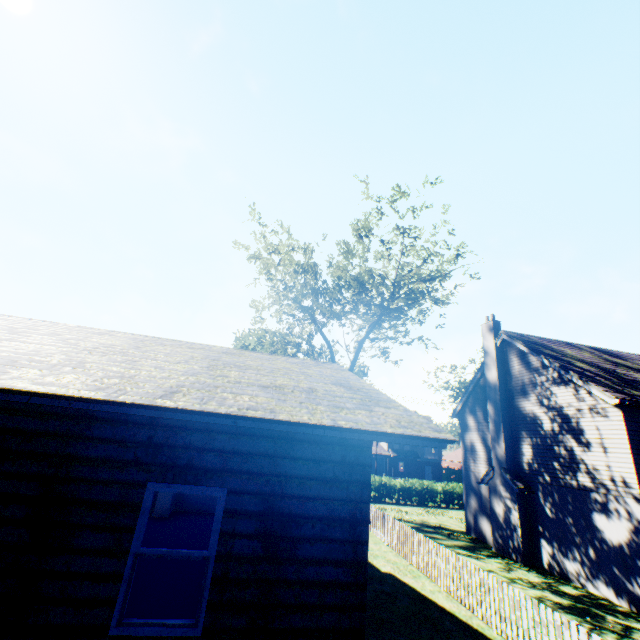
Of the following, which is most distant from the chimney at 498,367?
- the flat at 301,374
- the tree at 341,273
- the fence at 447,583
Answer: the flat at 301,374

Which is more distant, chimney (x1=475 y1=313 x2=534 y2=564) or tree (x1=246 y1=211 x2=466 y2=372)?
tree (x1=246 y1=211 x2=466 y2=372)

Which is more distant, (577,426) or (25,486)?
(577,426)

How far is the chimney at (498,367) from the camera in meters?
15.2 m

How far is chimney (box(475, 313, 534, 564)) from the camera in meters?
15.2

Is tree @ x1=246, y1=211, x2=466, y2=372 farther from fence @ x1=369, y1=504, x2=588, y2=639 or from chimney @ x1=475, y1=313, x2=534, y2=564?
chimney @ x1=475, y1=313, x2=534, y2=564

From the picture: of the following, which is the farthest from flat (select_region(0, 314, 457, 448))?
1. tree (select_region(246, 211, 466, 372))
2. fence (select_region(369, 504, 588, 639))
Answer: tree (select_region(246, 211, 466, 372))

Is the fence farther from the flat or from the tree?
the flat
